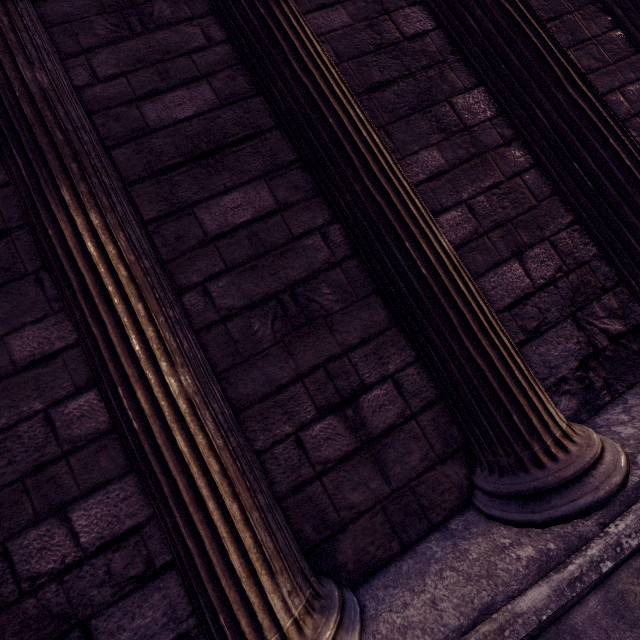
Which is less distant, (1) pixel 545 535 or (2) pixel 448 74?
(1) pixel 545 535
